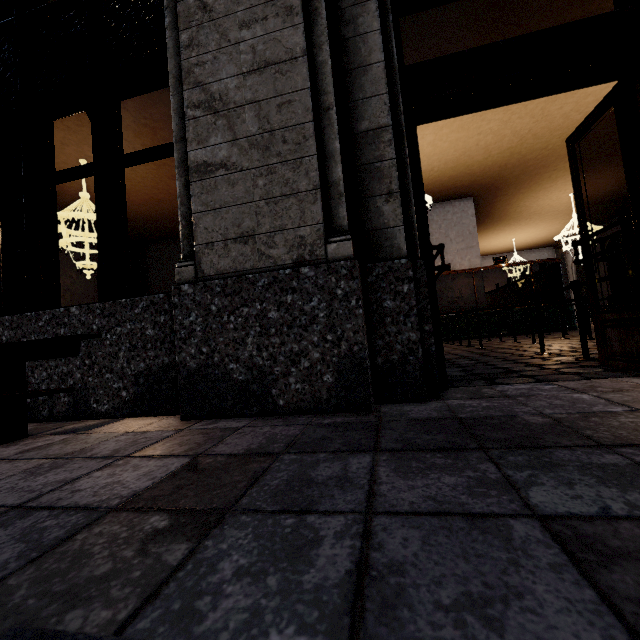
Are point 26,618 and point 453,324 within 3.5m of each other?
no

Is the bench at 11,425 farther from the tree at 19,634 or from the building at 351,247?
A: the tree at 19,634

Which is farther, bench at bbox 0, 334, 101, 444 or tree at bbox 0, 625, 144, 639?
bench at bbox 0, 334, 101, 444

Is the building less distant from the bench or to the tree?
the bench

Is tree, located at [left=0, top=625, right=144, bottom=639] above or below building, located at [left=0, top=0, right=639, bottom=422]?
below

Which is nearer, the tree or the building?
the tree

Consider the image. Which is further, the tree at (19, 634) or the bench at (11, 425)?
the bench at (11, 425)
